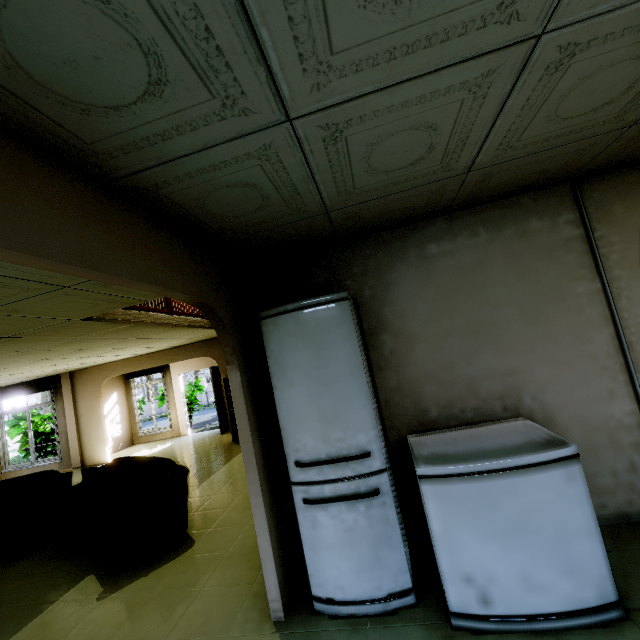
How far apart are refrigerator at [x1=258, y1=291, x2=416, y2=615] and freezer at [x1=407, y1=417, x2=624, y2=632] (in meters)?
0.20

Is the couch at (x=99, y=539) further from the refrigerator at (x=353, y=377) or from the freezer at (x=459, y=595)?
the freezer at (x=459, y=595)

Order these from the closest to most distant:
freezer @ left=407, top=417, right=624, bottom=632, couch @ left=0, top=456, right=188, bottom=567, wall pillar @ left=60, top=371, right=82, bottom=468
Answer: freezer @ left=407, top=417, right=624, bottom=632, couch @ left=0, top=456, right=188, bottom=567, wall pillar @ left=60, top=371, right=82, bottom=468

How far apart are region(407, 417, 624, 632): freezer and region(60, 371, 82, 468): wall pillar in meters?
10.6

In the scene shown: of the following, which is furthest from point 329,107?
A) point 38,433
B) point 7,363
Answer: point 38,433

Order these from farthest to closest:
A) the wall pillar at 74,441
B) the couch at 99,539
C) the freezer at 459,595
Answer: the wall pillar at 74,441, the couch at 99,539, the freezer at 459,595

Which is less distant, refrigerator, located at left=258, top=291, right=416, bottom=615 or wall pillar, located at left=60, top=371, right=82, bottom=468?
refrigerator, located at left=258, top=291, right=416, bottom=615

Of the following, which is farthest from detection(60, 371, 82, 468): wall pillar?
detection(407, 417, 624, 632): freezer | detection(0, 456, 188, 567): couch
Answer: detection(407, 417, 624, 632): freezer
